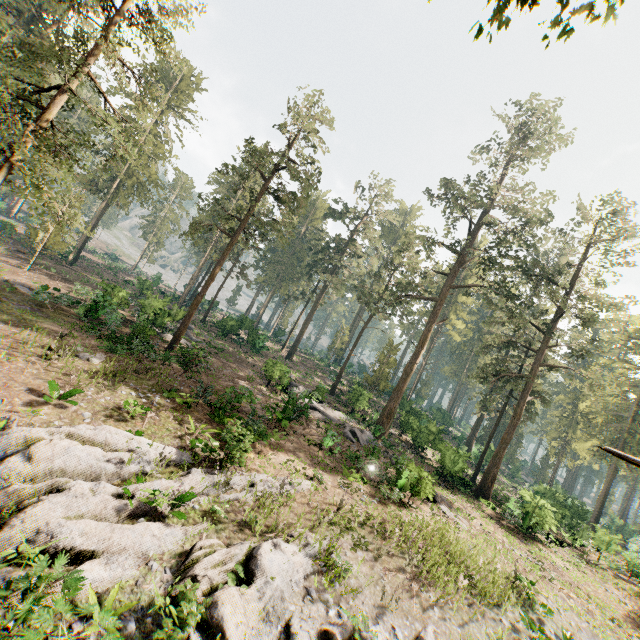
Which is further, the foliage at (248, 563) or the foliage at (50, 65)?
the foliage at (50, 65)

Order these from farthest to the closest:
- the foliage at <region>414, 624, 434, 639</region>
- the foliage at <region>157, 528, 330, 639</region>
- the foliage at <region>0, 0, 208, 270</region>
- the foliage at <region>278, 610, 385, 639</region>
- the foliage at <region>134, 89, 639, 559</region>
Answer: the foliage at <region>134, 89, 639, 559</region> < the foliage at <region>0, 0, 208, 270</region> < the foliage at <region>414, 624, 434, 639</region> < the foliage at <region>278, 610, 385, 639</region> < the foliage at <region>157, 528, 330, 639</region>

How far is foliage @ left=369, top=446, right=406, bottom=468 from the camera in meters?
19.1

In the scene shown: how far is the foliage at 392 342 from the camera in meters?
37.2 m

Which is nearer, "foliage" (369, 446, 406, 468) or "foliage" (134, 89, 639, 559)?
"foliage" (369, 446, 406, 468)

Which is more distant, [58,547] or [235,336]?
[235,336]
